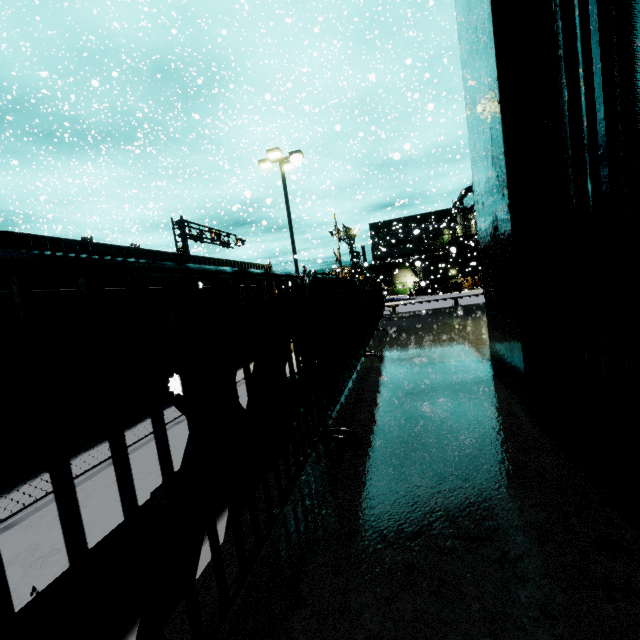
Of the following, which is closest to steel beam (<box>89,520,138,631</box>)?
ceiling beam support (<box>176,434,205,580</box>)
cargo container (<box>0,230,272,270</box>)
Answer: ceiling beam support (<box>176,434,205,580</box>)

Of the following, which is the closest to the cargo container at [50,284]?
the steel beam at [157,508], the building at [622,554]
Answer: the building at [622,554]

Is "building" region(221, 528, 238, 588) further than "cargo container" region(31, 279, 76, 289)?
No

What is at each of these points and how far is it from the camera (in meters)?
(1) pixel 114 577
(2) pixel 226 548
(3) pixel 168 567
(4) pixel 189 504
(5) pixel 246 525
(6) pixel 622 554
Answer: (1) steel beam, 2.50
(2) building, 1.16
(3) ceiling beam support, 2.11
(4) ceiling beam support, 2.32
(5) building, 1.27
(6) building, 0.92

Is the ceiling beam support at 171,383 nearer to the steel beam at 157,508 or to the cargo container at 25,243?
the steel beam at 157,508

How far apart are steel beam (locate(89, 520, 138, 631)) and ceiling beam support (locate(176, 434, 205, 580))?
0.58m
